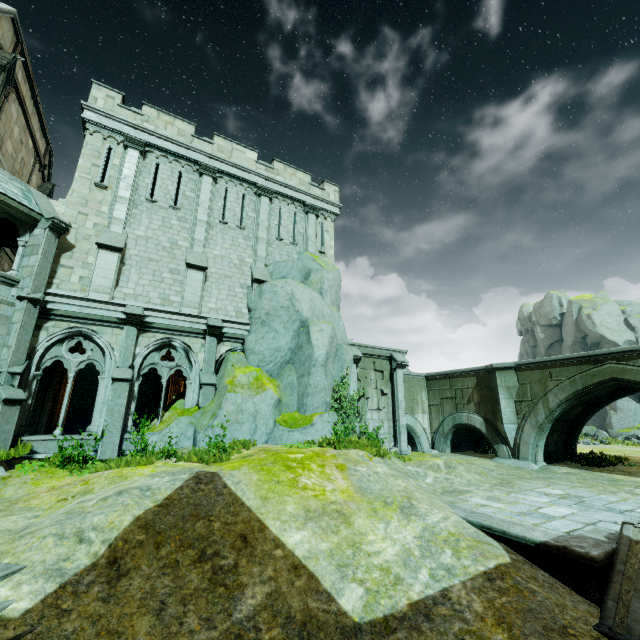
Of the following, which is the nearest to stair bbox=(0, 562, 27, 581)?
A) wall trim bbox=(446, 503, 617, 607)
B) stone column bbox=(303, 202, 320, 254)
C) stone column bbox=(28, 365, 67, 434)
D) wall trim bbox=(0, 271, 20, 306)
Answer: wall trim bbox=(446, 503, 617, 607)

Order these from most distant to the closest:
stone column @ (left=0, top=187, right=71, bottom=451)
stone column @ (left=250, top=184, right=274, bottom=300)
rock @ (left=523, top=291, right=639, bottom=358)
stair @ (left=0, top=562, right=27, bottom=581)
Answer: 1. rock @ (left=523, top=291, right=639, bottom=358)
2. stone column @ (left=250, top=184, right=274, bottom=300)
3. stone column @ (left=0, top=187, right=71, bottom=451)
4. stair @ (left=0, top=562, right=27, bottom=581)

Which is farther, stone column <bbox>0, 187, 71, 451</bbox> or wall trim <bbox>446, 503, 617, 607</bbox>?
stone column <bbox>0, 187, 71, 451</bbox>

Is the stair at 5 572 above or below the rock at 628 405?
below

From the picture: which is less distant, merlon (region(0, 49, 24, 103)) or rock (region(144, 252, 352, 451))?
rock (region(144, 252, 352, 451))

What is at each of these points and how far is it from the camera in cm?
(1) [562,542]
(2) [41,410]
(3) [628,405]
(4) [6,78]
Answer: (1) wall trim, 589
(2) stone column, 1354
(3) rock, 3353
(4) merlon, 1517

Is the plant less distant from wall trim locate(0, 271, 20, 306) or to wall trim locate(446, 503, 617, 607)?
wall trim locate(446, 503, 617, 607)

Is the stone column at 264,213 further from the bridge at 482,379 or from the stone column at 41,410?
the bridge at 482,379
